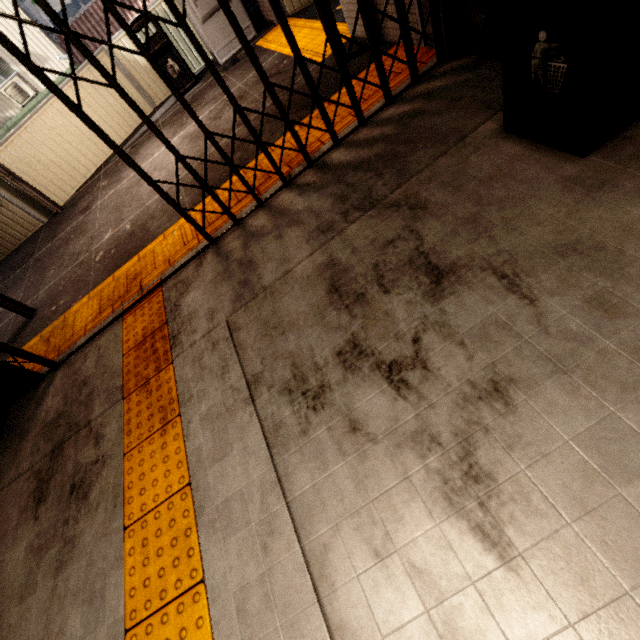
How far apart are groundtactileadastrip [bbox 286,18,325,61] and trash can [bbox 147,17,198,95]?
1.4 meters

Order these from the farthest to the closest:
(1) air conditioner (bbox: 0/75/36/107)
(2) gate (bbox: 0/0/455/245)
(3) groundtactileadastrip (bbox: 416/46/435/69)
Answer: (1) air conditioner (bbox: 0/75/36/107) < (3) groundtactileadastrip (bbox: 416/46/435/69) < (2) gate (bbox: 0/0/455/245)

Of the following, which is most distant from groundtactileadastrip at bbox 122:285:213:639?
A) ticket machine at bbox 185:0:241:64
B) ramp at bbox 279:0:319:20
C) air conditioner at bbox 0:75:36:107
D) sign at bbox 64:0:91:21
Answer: sign at bbox 64:0:91:21

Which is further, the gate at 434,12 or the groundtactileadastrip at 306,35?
the groundtactileadastrip at 306,35

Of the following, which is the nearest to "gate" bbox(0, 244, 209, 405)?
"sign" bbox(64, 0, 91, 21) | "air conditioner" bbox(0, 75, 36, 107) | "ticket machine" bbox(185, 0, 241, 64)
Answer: "ticket machine" bbox(185, 0, 241, 64)

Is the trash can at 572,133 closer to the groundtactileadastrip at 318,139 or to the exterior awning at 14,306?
the groundtactileadastrip at 318,139

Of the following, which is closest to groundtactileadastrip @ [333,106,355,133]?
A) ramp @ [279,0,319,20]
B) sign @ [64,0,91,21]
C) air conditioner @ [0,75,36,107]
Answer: ramp @ [279,0,319,20]

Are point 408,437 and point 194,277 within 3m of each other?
yes
